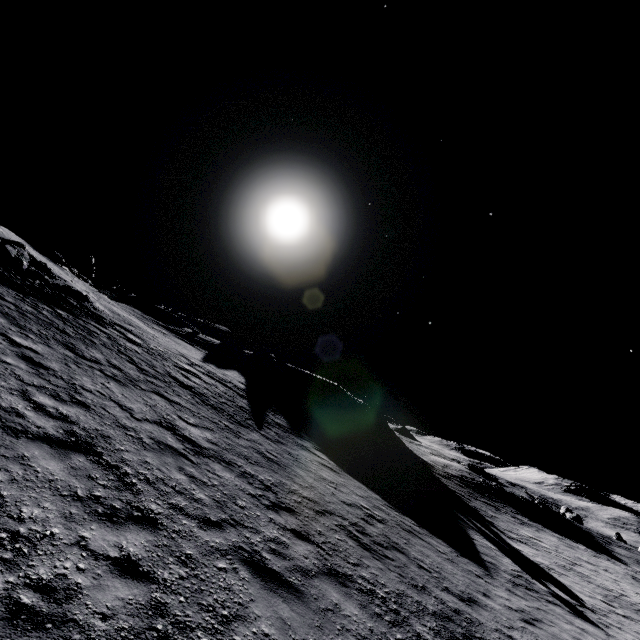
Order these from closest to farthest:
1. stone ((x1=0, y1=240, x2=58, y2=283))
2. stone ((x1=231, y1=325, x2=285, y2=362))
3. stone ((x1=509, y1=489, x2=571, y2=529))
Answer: stone ((x1=0, y1=240, x2=58, y2=283)) < stone ((x1=509, y1=489, x2=571, y2=529)) < stone ((x1=231, y1=325, x2=285, y2=362))

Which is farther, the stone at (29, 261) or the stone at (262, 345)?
the stone at (262, 345)

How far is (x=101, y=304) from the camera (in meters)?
23.61

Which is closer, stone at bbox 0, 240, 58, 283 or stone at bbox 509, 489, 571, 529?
stone at bbox 0, 240, 58, 283

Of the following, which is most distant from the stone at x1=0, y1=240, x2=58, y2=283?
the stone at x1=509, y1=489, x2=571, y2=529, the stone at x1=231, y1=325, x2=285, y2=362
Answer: the stone at x1=509, y1=489, x2=571, y2=529

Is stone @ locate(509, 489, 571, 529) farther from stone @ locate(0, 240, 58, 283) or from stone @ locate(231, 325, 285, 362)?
stone @ locate(0, 240, 58, 283)

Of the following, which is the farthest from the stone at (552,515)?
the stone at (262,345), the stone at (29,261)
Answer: the stone at (29,261)
